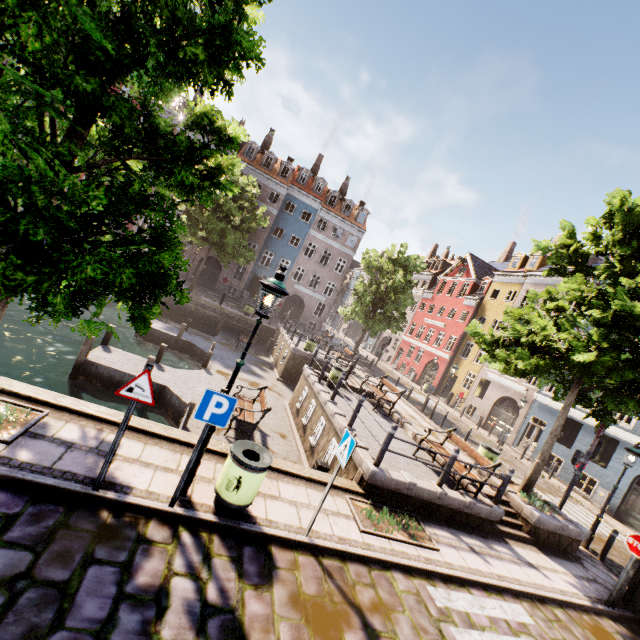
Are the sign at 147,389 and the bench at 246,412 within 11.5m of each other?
yes

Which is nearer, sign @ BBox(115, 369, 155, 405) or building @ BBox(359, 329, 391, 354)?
sign @ BBox(115, 369, 155, 405)

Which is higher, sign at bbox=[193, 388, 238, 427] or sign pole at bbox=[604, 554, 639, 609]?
sign at bbox=[193, 388, 238, 427]

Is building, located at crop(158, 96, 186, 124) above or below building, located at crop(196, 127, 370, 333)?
above

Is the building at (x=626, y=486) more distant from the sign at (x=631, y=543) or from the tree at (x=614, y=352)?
the sign at (x=631, y=543)

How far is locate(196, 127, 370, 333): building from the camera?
34.09m

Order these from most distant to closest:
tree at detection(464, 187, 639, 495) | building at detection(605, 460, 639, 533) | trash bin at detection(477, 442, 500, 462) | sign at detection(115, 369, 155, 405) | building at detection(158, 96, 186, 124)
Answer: building at detection(158, 96, 186, 124), building at detection(605, 460, 639, 533), trash bin at detection(477, 442, 500, 462), tree at detection(464, 187, 639, 495), sign at detection(115, 369, 155, 405)

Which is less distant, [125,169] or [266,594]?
[266,594]
